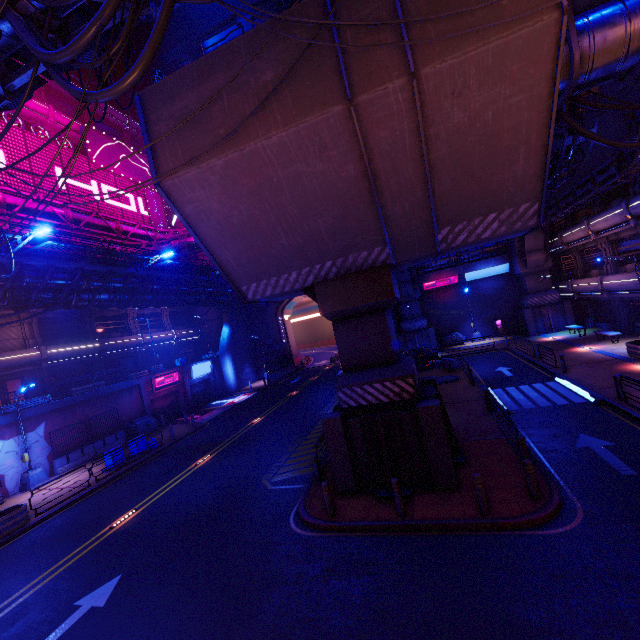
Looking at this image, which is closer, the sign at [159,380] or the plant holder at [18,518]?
the plant holder at [18,518]

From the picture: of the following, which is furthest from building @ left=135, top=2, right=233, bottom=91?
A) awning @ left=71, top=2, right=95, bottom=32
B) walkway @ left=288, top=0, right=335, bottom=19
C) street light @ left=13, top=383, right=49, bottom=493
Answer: awning @ left=71, top=2, right=95, bottom=32

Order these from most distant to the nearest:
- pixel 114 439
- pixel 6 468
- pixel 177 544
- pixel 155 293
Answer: pixel 155 293 < pixel 114 439 < pixel 6 468 < pixel 177 544

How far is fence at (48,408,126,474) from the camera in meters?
20.9 m

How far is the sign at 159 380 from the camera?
29.4 meters

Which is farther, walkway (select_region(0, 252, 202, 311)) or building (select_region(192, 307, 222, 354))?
building (select_region(192, 307, 222, 354))

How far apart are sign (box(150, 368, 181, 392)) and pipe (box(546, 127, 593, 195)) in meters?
31.0 m
